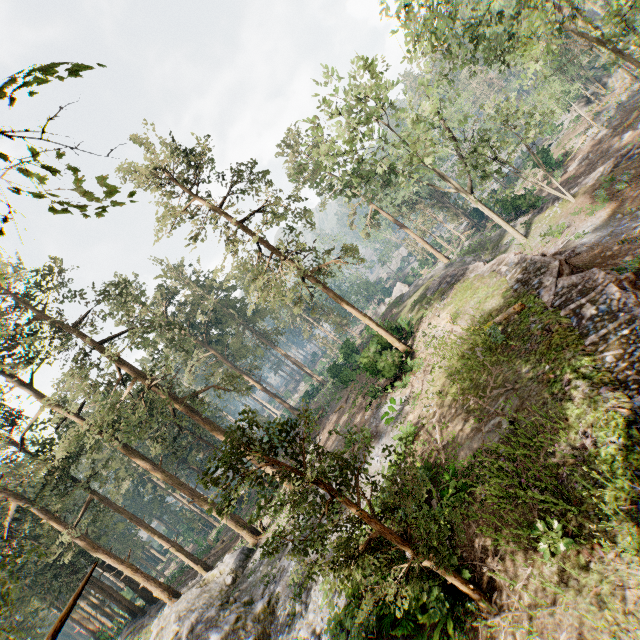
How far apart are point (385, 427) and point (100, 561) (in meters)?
35.71

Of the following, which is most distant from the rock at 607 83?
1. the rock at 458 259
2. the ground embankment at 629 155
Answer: the ground embankment at 629 155

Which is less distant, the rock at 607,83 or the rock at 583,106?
the rock at 607,83

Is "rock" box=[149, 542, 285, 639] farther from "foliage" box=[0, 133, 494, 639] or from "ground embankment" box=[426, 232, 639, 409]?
"ground embankment" box=[426, 232, 639, 409]

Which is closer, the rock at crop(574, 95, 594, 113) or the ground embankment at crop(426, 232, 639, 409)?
the ground embankment at crop(426, 232, 639, 409)

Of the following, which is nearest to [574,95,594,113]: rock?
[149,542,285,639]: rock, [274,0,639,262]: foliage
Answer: [274,0,639,262]: foliage

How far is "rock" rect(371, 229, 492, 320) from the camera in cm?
3319

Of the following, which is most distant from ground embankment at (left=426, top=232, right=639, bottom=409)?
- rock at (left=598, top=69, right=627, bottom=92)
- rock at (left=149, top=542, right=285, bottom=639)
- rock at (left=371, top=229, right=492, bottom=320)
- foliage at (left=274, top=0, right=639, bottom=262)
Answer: rock at (left=598, top=69, right=627, bottom=92)
